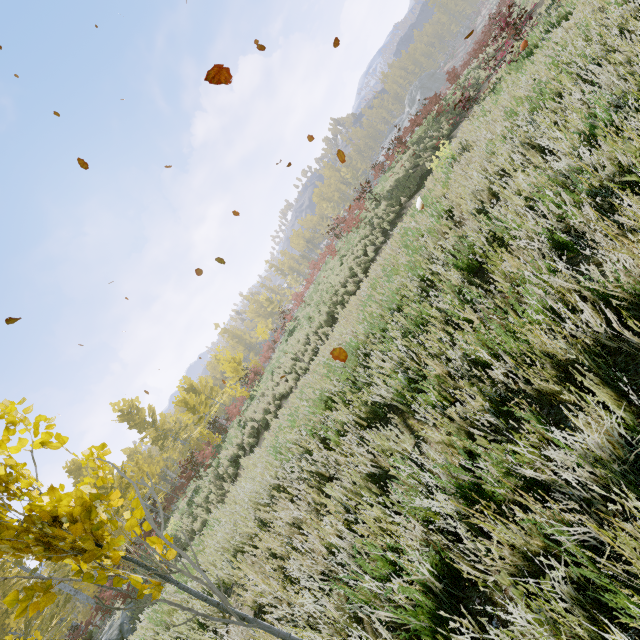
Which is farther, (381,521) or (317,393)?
(317,393)

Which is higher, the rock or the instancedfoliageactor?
the instancedfoliageactor

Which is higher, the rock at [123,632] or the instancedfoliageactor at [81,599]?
the instancedfoliageactor at [81,599]

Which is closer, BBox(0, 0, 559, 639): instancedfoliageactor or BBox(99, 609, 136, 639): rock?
BBox(0, 0, 559, 639): instancedfoliageactor

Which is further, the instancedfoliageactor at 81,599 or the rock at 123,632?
the rock at 123,632
